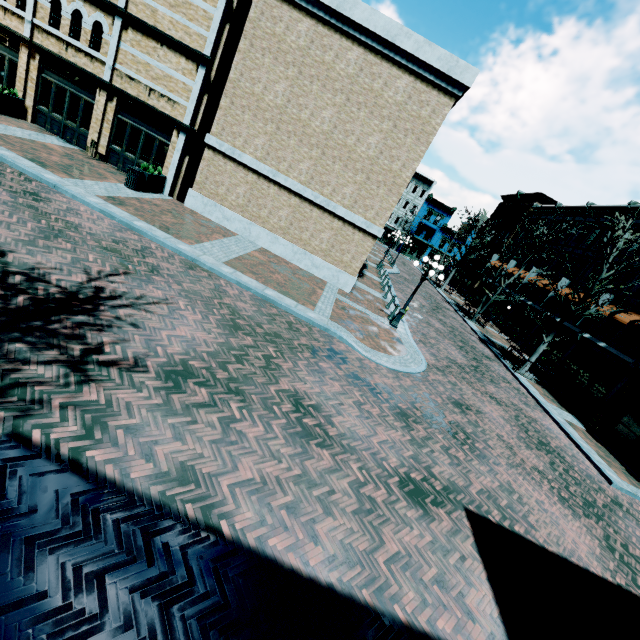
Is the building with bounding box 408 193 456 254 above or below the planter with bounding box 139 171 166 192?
above

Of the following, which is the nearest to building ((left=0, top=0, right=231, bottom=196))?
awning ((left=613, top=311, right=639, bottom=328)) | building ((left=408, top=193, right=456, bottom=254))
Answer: awning ((left=613, top=311, right=639, bottom=328))

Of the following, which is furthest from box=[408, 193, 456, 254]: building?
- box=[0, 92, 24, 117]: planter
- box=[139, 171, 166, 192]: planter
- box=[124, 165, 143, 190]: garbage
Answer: box=[0, 92, 24, 117]: planter

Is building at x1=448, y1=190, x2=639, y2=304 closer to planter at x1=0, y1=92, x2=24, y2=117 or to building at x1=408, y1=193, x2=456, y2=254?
planter at x1=0, y1=92, x2=24, y2=117

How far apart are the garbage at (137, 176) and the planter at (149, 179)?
0.1m

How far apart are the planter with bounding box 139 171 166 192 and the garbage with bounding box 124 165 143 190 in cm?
9

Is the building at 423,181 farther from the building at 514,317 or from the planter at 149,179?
the planter at 149,179

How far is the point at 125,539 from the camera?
3.4m
